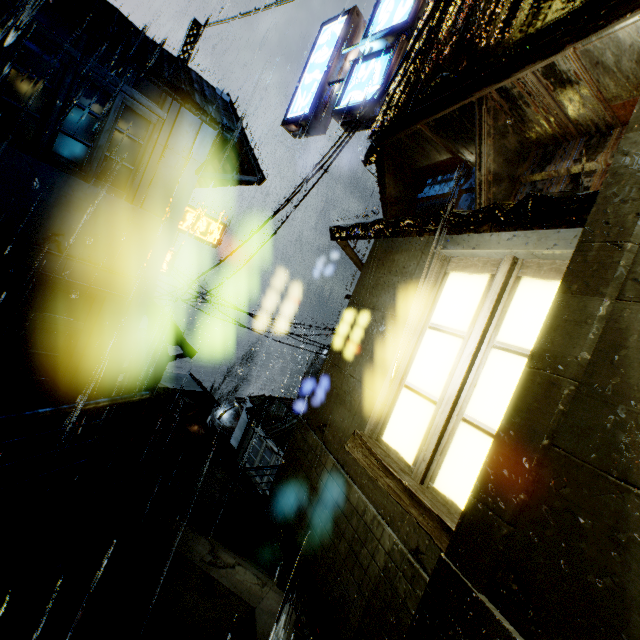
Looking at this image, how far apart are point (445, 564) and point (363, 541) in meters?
1.6 m

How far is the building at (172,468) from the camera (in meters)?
13.11

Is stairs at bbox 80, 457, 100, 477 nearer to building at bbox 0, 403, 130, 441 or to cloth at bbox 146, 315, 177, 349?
building at bbox 0, 403, 130, 441

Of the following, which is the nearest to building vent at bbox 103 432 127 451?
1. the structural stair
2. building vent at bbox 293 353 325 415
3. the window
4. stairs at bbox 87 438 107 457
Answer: the window

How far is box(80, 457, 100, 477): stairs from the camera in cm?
3014

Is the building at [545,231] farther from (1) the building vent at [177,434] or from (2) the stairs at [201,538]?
(1) the building vent at [177,434]

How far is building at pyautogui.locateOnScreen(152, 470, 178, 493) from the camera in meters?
13.5
